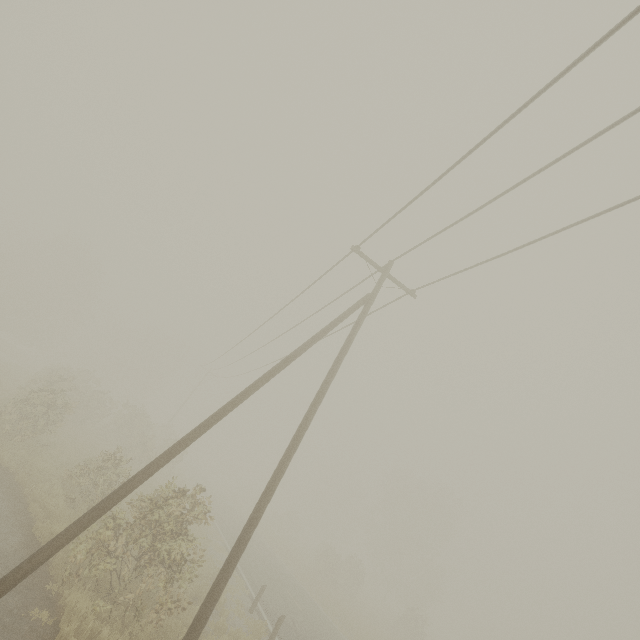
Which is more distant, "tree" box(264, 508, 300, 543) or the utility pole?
"tree" box(264, 508, 300, 543)

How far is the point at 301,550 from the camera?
42.7m

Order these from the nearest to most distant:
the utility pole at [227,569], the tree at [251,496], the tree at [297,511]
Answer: the utility pole at [227,569]
the tree at [297,511]
the tree at [251,496]

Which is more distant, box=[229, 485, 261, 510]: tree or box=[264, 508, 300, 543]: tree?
box=[229, 485, 261, 510]: tree

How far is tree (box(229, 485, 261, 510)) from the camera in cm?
5311

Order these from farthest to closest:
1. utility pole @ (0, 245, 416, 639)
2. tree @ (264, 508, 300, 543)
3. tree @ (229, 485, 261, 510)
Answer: tree @ (229, 485, 261, 510)
tree @ (264, 508, 300, 543)
utility pole @ (0, 245, 416, 639)

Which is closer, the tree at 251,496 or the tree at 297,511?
the tree at 297,511
